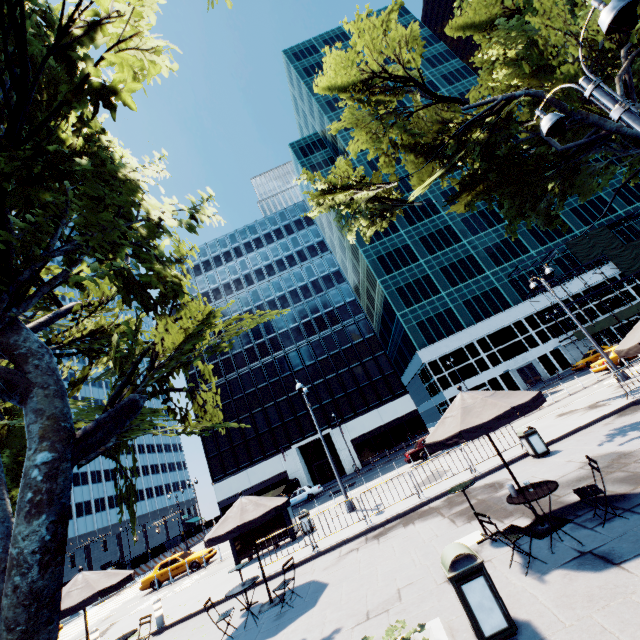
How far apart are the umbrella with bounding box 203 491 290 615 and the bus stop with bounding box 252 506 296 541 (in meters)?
5.66

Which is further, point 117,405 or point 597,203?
point 597,203

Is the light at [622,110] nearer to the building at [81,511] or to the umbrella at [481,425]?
the umbrella at [481,425]

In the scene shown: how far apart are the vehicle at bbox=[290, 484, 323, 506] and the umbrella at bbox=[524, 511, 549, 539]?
30.26m

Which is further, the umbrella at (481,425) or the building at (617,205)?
the building at (617,205)

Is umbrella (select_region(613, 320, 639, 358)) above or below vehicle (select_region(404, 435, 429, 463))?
above

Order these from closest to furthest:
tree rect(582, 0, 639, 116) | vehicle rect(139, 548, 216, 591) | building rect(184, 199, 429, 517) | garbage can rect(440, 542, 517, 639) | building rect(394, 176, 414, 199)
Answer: garbage can rect(440, 542, 517, 639), tree rect(582, 0, 639, 116), vehicle rect(139, 548, 216, 591), building rect(184, 199, 429, 517), building rect(394, 176, 414, 199)

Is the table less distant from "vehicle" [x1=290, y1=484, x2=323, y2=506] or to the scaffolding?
"vehicle" [x1=290, y1=484, x2=323, y2=506]
